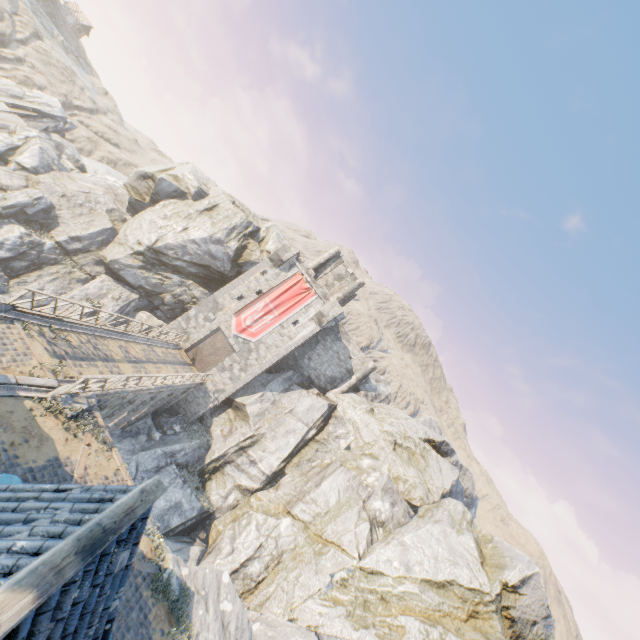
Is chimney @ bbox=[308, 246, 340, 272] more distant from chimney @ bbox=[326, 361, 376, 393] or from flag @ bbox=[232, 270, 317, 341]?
chimney @ bbox=[326, 361, 376, 393]

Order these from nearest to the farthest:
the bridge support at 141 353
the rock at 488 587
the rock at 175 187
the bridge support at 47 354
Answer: the bridge support at 47 354 < the bridge support at 141 353 < the rock at 488 587 < the rock at 175 187

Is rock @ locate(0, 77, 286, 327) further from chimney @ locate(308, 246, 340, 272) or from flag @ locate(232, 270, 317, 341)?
flag @ locate(232, 270, 317, 341)

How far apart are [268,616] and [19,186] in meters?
39.0

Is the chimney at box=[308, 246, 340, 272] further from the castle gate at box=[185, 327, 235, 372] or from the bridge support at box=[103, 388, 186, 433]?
the bridge support at box=[103, 388, 186, 433]

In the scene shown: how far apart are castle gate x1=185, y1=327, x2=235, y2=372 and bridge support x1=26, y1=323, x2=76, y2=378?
16.78m

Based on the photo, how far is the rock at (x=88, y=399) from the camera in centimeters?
1196cm

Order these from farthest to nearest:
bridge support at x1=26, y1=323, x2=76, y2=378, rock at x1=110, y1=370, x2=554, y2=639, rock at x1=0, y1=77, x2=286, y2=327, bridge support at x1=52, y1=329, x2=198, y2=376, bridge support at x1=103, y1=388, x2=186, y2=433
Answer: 1. rock at x1=0, y1=77, x2=286, y2=327
2. bridge support at x1=103, y1=388, x2=186, y2=433
3. rock at x1=110, y1=370, x2=554, y2=639
4. bridge support at x1=52, y1=329, x2=198, y2=376
5. bridge support at x1=26, y1=323, x2=76, y2=378
